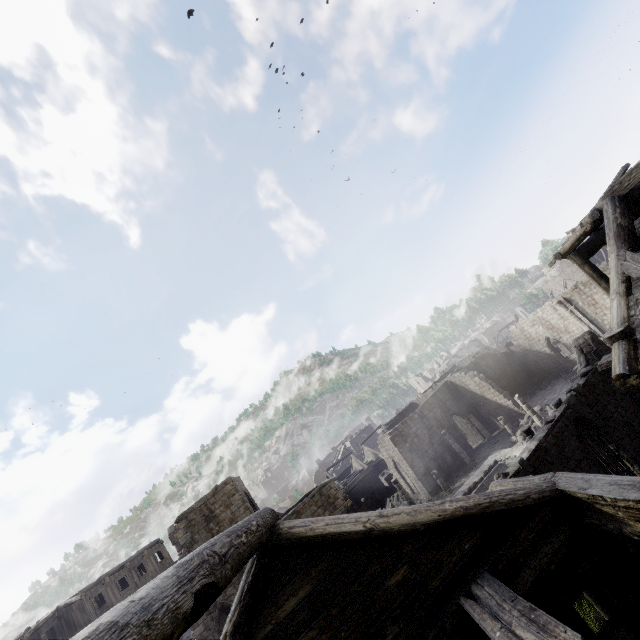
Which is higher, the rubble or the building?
the building

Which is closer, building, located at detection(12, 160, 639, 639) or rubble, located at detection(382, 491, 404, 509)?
building, located at detection(12, 160, 639, 639)

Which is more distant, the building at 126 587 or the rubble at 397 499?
the rubble at 397 499

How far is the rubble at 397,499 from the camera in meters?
35.2 m

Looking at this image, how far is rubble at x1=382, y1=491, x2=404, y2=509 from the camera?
35.2 meters

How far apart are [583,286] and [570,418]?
20.9m
